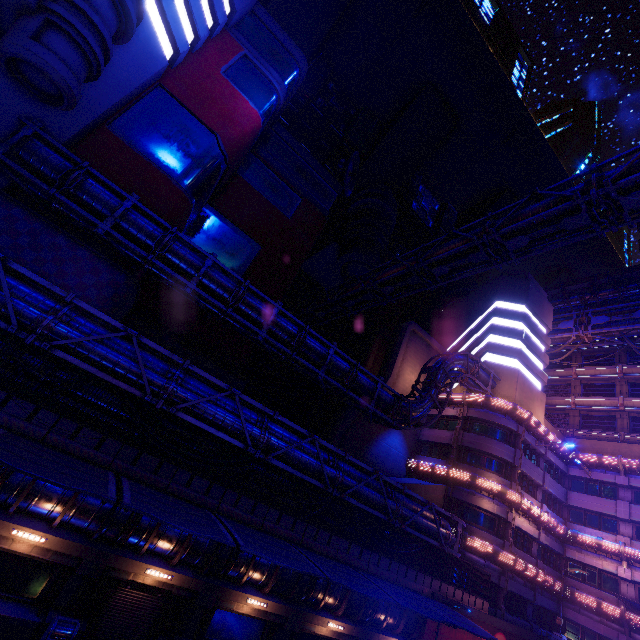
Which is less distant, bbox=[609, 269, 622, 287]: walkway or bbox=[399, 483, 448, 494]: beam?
bbox=[399, 483, 448, 494]: beam

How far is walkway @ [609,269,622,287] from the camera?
41.6 meters

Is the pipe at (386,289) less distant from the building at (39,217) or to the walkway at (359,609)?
the building at (39,217)

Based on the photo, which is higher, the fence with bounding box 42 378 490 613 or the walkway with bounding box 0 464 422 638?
the fence with bounding box 42 378 490 613

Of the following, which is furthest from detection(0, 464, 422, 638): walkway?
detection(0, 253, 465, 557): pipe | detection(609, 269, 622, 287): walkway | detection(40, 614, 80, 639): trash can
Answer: detection(609, 269, 622, 287): walkway

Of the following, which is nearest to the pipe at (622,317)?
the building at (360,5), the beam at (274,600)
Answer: the building at (360,5)

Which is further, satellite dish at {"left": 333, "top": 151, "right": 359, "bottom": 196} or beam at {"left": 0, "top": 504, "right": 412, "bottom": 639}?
satellite dish at {"left": 333, "top": 151, "right": 359, "bottom": 196}

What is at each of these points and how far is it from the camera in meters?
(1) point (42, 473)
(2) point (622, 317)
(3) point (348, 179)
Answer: (1) awning, 8.9
(2) pipe, 40.3
(3) satellite dish, 43.0
